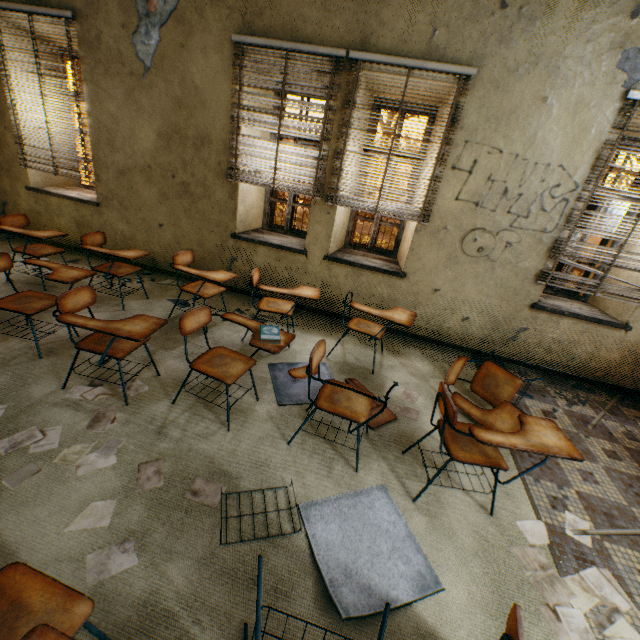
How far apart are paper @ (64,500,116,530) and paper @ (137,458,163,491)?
0.1 meters

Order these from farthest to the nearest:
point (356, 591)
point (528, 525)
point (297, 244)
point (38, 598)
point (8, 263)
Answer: point (297, 244) → point (8, 263) → point (528, 525) → point (356, 591) → point (38, 598)

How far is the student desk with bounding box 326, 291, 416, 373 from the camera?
3.14m

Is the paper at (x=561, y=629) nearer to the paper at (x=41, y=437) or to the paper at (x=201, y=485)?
the paper at (x=201, y=485)

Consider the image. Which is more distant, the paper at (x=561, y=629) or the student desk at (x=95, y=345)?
the student desk at (x=95, y=345)

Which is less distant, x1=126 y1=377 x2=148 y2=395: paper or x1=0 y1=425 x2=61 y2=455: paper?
x1=0 y1=425 x2=61 y2=455: paper

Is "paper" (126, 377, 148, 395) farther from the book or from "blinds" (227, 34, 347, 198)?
"blinds" (227, 34, 347, 198)

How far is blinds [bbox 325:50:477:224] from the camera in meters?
3.3
